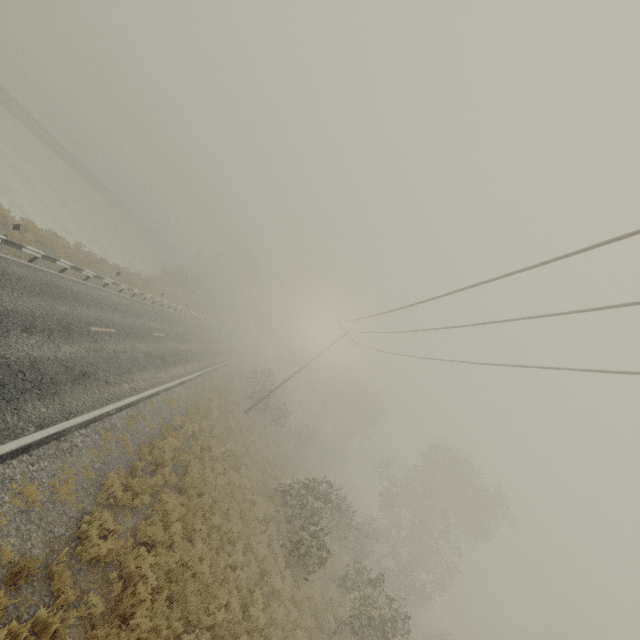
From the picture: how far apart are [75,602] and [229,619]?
5.0m
